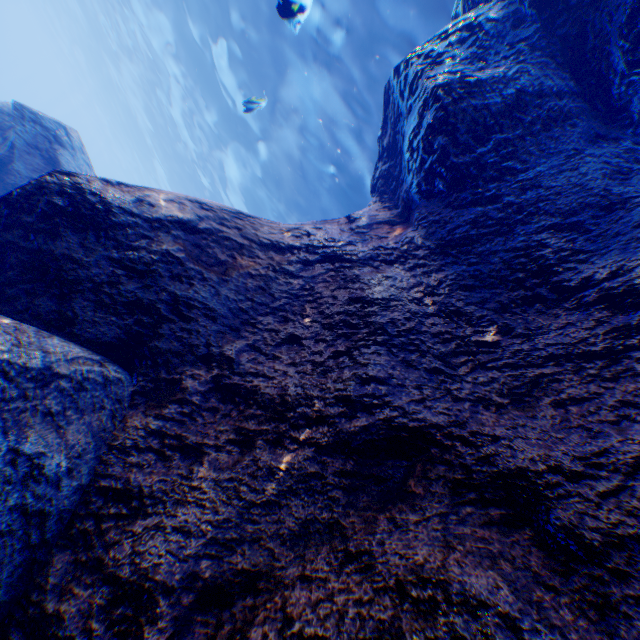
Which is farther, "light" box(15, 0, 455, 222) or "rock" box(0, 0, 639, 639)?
"light" box(15, 0, 455, 222)

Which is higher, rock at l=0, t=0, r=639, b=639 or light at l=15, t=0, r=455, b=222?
light at l=15, t=0, r=455, b=222

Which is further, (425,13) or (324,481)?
(425,13)

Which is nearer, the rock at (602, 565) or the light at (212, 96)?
the rock at (602, 565)

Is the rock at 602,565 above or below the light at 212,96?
below
